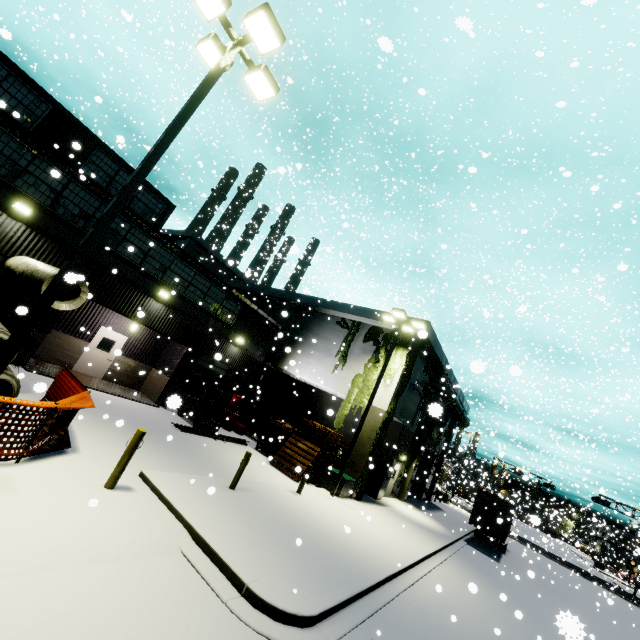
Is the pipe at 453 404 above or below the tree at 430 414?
above

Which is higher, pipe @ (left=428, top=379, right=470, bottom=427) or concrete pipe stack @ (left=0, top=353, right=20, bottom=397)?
pipe @ (left=428, top=379, right=470, bottom=427)

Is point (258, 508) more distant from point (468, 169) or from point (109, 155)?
point (109, 155)

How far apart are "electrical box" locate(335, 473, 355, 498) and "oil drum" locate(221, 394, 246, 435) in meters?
6.3 m

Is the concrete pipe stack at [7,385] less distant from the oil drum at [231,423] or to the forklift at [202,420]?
the forklift at [202,420]

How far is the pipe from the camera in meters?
24.7 m

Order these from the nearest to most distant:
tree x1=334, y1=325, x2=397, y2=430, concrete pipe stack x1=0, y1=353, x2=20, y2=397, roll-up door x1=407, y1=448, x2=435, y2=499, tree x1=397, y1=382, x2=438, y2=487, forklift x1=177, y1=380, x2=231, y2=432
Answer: tree x1=397, y1=382, x2=438, y2=487, concrete pipe stack x1=0, y1=353, x2=20, y2=397, forklift x1=177, y1=380, x2=231, y2=432, tree x1=334, y1=325, x2=397, y2=430, roll-up door x1=407, y1=448, x2=435, y2=499

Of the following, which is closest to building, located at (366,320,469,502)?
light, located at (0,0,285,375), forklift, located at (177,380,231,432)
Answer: forklift, located at (177,380,231,432)
